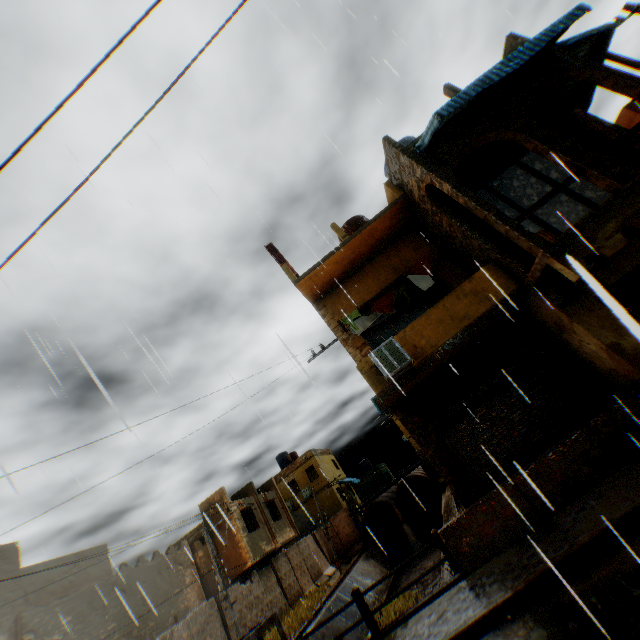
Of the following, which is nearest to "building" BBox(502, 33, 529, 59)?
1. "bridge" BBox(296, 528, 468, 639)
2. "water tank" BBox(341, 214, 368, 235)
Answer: "bridge" BBox(296, 528, 468, 639)

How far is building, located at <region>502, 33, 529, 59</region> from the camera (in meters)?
9.17

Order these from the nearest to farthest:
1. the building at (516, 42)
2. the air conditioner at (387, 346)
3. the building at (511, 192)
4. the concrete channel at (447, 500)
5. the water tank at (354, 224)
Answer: the air conditioner at (387, 346), the building at (516, 42), the building at (511, 192), the water tank at (354, 224), the concrete channel at (447, 500)

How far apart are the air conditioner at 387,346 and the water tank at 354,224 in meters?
5.7 m

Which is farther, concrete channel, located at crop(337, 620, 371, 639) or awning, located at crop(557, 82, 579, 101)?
concrete channel, located at crop(337, 620, 371, 639)

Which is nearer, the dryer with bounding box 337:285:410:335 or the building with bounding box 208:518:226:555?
the dryer with bounding box 337:285:410:335

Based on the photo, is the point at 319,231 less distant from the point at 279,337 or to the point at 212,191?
the point at 212,191

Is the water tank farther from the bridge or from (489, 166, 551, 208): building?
the bridge
